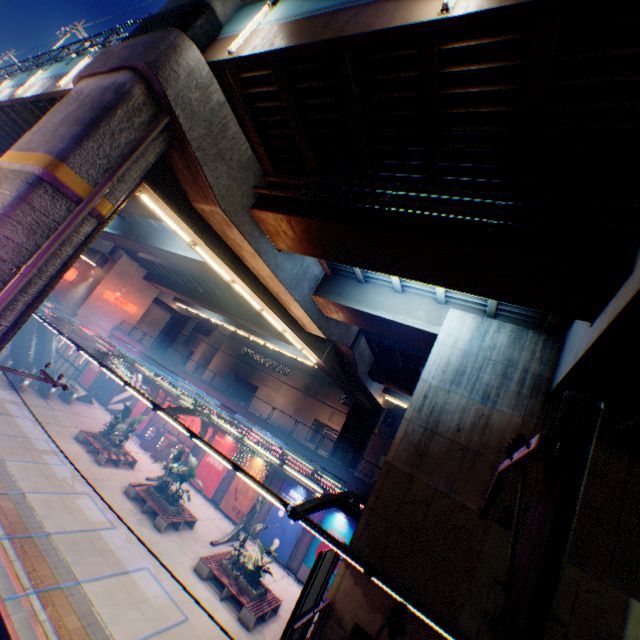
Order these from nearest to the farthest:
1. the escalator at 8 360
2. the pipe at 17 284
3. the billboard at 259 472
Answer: the pipe at 17 284 < the billboard at 259 472 < the escalator at 8 360

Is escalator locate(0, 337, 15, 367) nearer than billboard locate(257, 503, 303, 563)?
No

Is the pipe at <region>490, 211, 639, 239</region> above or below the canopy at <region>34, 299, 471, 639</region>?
above

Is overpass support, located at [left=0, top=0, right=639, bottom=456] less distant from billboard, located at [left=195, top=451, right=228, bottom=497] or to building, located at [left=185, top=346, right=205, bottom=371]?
billboard, located at [left=195, top=451, right=228, bottom=497]

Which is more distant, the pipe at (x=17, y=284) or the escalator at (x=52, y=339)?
the escalator at (x=52, y=339)

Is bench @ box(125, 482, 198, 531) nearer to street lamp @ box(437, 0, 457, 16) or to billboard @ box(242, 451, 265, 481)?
billboard @ box(242, 451, 265, 481)

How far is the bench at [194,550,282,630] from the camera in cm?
1419

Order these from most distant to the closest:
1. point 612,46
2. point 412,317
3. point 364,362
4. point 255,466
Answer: point 255,466, point 364,362, point 412,317, point 612,46
